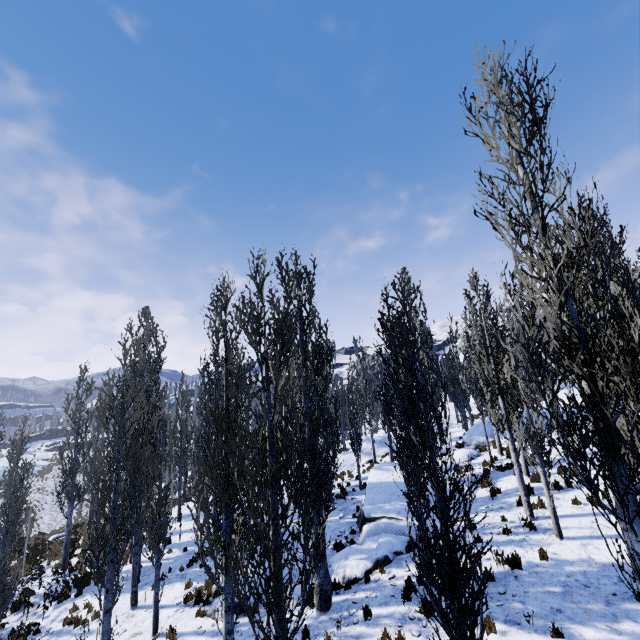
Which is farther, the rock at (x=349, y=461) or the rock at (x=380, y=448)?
the rock at (x=380, y=448)

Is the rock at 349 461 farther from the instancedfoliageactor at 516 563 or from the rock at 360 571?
the rock at 360 571

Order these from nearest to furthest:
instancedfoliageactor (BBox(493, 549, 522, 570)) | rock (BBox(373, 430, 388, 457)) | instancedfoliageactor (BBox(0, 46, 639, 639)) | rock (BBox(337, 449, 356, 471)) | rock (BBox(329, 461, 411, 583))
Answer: instancedfoliageactor (BBox(0, 46, 639, 639)), instancedfoliageactor (BBox(493, 549, 522, 570)), rock (BBox(329, 461, 411, 583)), rock (BBox(337, 449, 356, 471)), rock (BBox(373, 430, 388, 457))

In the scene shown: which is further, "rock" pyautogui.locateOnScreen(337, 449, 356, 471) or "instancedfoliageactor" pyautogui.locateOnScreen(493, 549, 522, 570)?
"rock" pyautogui.locateOnScreen(337, 449, 356, 471)

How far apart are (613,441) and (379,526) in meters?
11.2

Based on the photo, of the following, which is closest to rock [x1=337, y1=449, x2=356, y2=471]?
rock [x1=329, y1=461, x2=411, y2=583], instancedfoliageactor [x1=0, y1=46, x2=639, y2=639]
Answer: instancedfoliageactor [x1=0, y1=46, x2=639, y2=639]

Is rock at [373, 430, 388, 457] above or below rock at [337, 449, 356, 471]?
above
